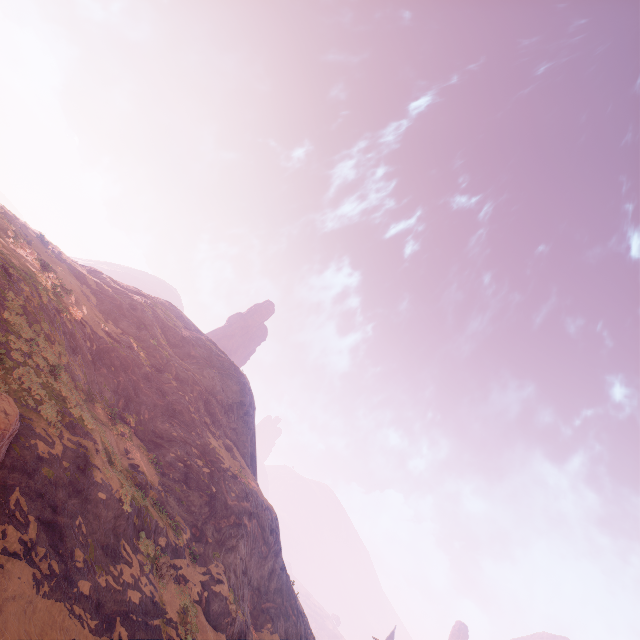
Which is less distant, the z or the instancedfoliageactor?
the instancedfoliageactor

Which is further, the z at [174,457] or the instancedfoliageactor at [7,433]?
the z at [174,457]

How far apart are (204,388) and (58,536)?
27.9 meters
